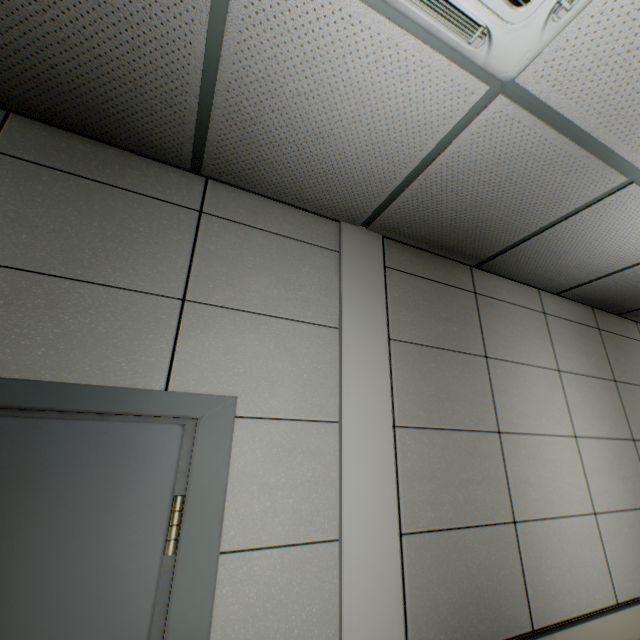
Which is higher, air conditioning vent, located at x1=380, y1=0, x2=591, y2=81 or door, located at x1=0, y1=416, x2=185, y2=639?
air conditioning vent, located at x1=380, y1=0, x2=591, y2=81

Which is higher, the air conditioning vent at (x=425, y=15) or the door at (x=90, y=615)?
the air conditioning vent at (x=425, y=15)

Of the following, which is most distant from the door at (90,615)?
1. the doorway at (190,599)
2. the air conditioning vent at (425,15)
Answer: the air conditioning vent at (425,15)

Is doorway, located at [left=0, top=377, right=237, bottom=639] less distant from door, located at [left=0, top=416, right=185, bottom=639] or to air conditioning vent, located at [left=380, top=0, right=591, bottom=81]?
door, located at [left=0, top=416, right=185, bottom=639]

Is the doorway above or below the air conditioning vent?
below

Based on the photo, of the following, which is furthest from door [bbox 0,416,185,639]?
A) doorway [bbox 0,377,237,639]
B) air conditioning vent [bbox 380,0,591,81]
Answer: air conditioning vent [bbox 380,0,591,81]

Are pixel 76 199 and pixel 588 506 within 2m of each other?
no
